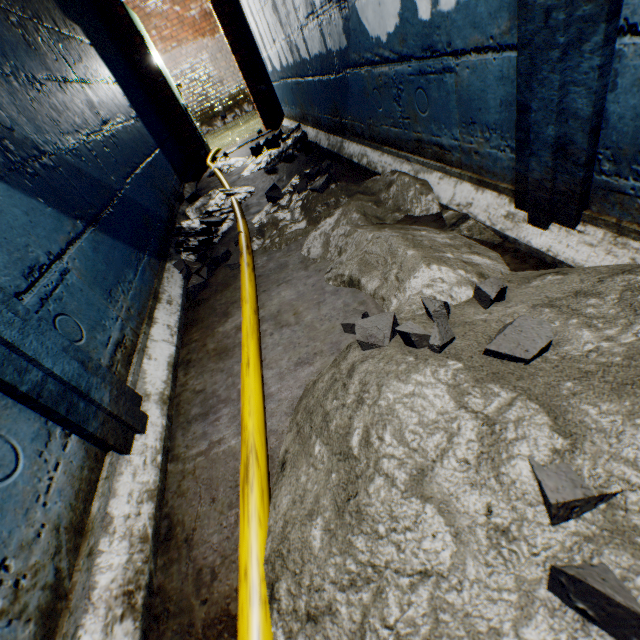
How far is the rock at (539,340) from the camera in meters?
0.8

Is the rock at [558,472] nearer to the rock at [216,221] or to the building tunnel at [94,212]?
the building tunnel at [94,212]

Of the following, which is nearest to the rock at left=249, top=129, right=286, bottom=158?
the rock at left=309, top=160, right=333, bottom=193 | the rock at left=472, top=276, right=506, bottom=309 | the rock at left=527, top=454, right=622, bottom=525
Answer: the rock at left=309, top=160, right=333, bottom=193

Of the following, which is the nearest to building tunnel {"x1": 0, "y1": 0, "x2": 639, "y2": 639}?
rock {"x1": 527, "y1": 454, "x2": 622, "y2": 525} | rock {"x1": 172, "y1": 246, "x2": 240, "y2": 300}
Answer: rock {"x1": 172, "y1": 246, "x2": 240, "y2": 300}

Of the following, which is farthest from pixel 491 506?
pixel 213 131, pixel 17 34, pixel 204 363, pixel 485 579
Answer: pixel 213 131

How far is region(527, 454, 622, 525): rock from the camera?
0.58m

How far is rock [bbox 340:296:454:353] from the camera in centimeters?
86cm

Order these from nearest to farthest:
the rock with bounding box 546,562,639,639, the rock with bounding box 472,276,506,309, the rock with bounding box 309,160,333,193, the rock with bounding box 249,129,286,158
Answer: the rock with bounding box 546,562,639,639 → the rock with bounding box 472,276,506,309 → the rock with bounding box 309,160,333,193 → the rock with bounding box 249,129,286,158
